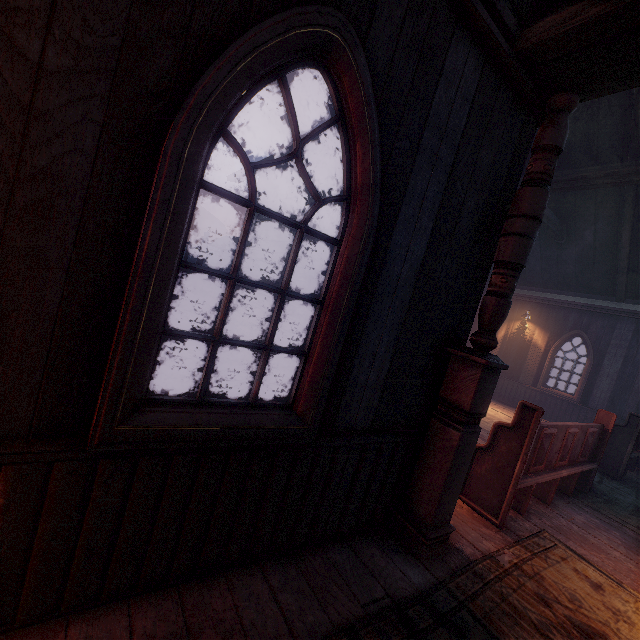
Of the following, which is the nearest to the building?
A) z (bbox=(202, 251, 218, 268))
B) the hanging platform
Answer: z (bbox=(202, 251, 218, 268))

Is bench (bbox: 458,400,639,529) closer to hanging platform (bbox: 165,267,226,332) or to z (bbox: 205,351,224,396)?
z (bbox: 205,351,224,396)

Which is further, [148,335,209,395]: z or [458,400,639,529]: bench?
[148,335,209,395]: z

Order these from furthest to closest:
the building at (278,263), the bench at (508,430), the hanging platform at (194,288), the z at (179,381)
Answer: the hanging platform at (194,288), the z at (179,381), the bench at (508,430), the building at (278,263)

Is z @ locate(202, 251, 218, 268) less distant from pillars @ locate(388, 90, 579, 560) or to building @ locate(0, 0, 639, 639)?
building @ locate(0, 0, 639, 639)

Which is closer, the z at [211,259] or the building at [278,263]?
the building at [278,263]

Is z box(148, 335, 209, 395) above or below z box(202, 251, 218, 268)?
below

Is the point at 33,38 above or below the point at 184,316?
A: above
